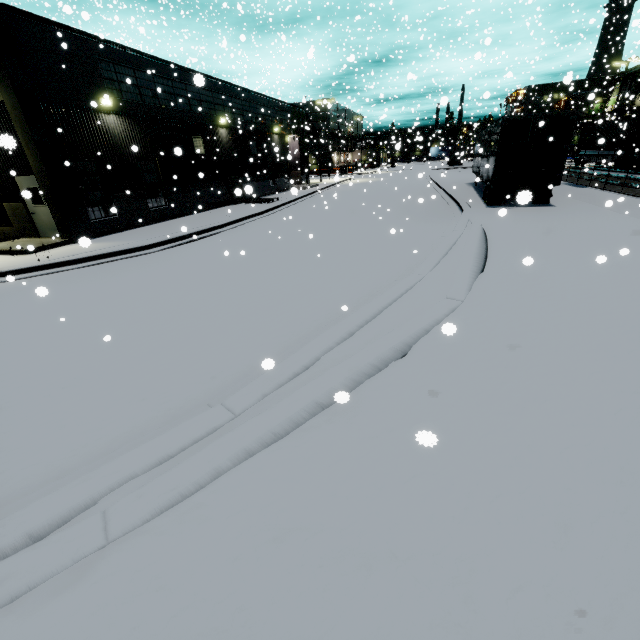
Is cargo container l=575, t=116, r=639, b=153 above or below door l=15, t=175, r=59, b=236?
above

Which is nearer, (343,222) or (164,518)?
(164,518)

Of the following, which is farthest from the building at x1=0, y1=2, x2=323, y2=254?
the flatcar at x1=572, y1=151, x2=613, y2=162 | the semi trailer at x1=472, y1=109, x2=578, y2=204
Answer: the flatcar at x1=572, y1=151, x2=613, y2=162

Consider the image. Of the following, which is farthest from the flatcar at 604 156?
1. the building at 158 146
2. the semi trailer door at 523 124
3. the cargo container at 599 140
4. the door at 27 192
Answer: the door at 27 192

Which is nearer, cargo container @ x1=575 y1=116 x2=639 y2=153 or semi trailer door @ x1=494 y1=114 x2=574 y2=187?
semi trailer door @ x1=494 y1=114 x2=574 y2=187

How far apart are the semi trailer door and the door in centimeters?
2058cm

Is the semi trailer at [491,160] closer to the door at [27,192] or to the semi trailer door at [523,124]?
the semi trailer door at [523,124]

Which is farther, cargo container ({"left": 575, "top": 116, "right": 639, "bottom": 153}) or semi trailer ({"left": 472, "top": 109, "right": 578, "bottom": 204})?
cargo container ({"left": 575, "top": 116, "right": 639, "bottom": 153})
